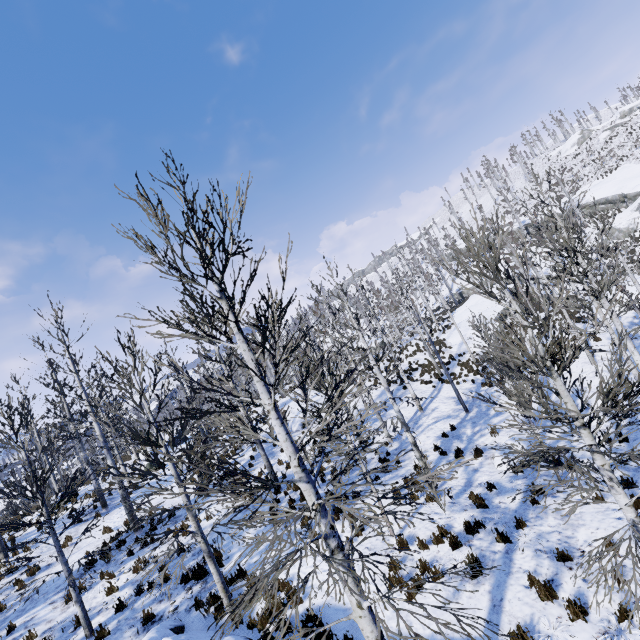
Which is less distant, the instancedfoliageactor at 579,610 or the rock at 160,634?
the instancedfoliageactor at 579,610

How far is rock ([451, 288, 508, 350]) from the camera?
28.25m

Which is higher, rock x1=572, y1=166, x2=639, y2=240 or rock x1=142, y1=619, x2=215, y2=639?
rock x1=572, y1=166, x2=639, y2=240

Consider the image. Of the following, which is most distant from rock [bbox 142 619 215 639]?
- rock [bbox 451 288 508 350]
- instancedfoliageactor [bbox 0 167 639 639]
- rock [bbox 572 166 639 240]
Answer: rock [bbox 572 166 639 240]

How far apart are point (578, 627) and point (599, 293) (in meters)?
8.76

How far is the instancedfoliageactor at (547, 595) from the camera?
6.1m

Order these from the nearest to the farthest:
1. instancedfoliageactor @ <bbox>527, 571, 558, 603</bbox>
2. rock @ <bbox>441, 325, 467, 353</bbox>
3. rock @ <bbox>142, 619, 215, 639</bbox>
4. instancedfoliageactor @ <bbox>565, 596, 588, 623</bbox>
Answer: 1. instancedfoliageactor @ <bbox>565, 596, 588, 623</bbox>
2. instancedfoliageactor @ <bbox>527, 571, 558, 603</bbox>
3. rock @ <bbox>142, 619, 215, 639</bbox>
4. rock @ <bbox>441, 325, 467, 353</bbox>

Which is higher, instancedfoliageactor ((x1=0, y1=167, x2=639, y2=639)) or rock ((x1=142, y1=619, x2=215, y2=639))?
instancedfoliageactor ((x1=0, y1=167, x2=639, y2=639))
